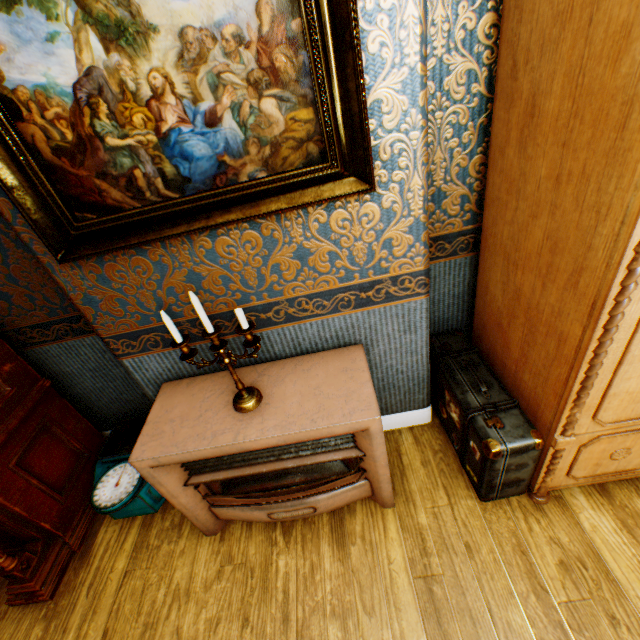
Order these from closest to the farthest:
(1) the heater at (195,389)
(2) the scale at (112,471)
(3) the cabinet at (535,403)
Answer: (3) the cabinet at (535,403) < (1) the heater at (195,389) < (2) the scale at (112,471)

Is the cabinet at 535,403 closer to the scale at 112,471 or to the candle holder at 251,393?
the candle holder at 251,393

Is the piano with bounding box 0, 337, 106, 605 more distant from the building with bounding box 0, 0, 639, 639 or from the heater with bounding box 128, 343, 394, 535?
the heater with bounding box 128, 343, 394, 535

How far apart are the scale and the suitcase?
1.9m

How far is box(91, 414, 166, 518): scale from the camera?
2.1 meters

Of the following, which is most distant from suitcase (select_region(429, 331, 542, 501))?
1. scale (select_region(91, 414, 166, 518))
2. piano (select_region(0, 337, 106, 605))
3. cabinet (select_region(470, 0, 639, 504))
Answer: piano (select_region(0, 337, 106, 605))

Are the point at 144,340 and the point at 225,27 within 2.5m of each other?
yes

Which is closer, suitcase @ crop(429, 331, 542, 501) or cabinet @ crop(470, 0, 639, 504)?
cabinet @ crop(470, 0, 639, 504)
